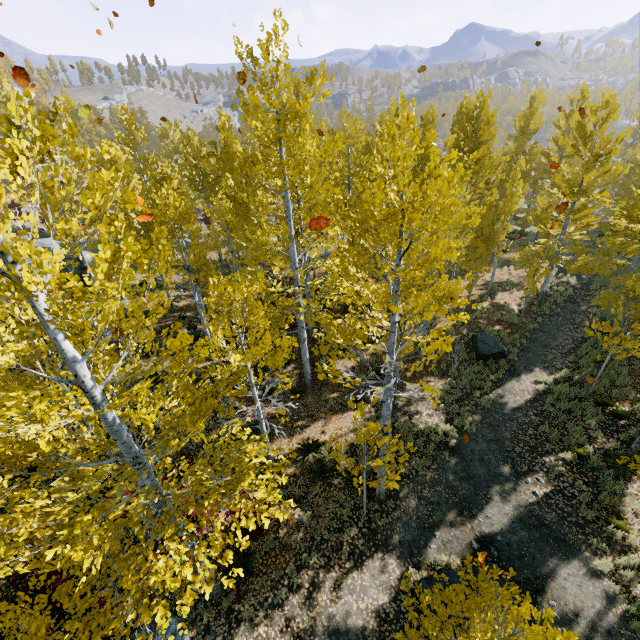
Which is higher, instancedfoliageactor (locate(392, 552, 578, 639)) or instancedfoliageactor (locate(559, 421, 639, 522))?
instancedfoliageactor (locate(392, 552, 578, 639))

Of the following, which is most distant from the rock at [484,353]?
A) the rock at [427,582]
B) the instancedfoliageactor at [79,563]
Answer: the rock at [427,582]

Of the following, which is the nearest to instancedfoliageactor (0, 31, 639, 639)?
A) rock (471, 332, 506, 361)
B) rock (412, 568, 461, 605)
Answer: rock (471, 332, 506, 361)

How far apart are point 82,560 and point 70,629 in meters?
5.0

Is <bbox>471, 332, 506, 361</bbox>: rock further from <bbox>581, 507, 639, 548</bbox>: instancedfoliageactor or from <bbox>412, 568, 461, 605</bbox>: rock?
<bbox>412, 568, 461, 605</bbox>: rock

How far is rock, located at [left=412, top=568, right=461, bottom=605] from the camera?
8.0 meters

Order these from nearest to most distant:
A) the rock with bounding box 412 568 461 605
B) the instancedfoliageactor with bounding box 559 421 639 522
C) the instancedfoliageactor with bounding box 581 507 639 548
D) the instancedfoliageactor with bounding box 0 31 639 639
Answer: the instancedfoliageactor with bounding box 0 31 639 639, the rock with bounding box 412 568 461 605, the instancedfoliageactor with bounding box 581 507 639 548, the instancedfoliageactor with bounding box 559 421 639 522

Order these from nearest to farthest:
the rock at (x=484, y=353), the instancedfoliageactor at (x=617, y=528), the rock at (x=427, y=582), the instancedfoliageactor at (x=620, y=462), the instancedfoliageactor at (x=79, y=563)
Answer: the instancedfoliageactor at (x=79, y=563), the rock at (x=427, y=582), the instancedfoliageactor at (x=617, y=528), the instancedfoliageactor at (x=620, y=462), the rock at (x=484, y=353)
